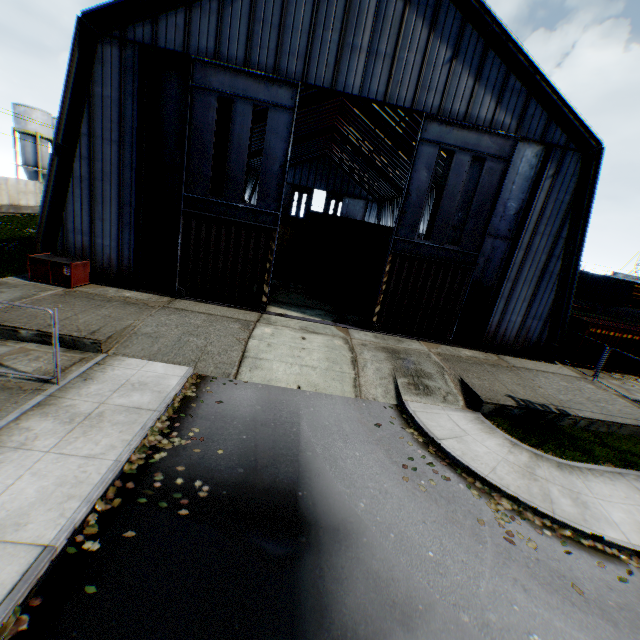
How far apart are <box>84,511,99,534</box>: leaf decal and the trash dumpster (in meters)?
12.37

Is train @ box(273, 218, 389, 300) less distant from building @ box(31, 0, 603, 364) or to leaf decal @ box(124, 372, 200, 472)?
building @ box(31, 0, 603, 364)

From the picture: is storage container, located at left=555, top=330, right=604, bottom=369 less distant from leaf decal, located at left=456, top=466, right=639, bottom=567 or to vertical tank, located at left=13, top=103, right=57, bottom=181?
leaf decal, located at left=456, top=466, right=639, bottom=567

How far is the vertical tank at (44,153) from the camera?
43.1m

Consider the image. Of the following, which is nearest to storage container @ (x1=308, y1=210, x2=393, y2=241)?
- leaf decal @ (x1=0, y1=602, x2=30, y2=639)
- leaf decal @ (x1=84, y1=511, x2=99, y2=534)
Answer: leaf decal @ (x1=84, y1=511, x2=99, y2=534)

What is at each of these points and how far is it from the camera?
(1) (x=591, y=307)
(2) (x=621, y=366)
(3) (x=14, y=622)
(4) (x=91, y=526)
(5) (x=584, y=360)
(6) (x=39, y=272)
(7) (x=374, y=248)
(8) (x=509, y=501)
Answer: (1) storage container, 35.34m
(2) storage container, 20.47m
(3) leaf decal, 4.22m
(4) leaf decal, 5.59m
(5) storage container, 20.27m
(6) trash dumpster, 14.44m
(7) train, 19.31m
(8) leaf decal, 8.12m

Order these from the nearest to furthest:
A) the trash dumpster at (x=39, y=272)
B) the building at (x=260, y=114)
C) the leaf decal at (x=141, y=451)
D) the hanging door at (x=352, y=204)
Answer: the leaf decal at (x=141, y=451)
the trash dumpster at (x=39, y=272)
the building at (x=260, y=114)
the hanging door at (x=352, y=204)

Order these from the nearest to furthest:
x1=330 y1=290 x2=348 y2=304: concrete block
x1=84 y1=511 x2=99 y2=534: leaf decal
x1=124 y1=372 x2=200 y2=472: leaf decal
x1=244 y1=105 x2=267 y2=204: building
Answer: x1=84 y1=511 x2=99 y2=534: leaf decal
x1=124 y1=372 x2=200 y2=472: leaf decal
x1=330 y1=290 x2=348 y2=304: concrete block
x1=244 y1=105 x2=267 y2=204: building
